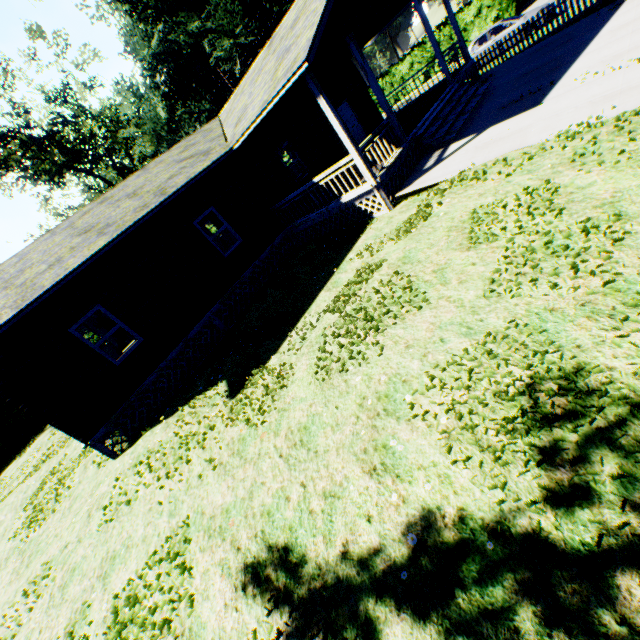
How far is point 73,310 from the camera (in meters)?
8.95

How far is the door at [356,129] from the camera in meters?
16.2 m

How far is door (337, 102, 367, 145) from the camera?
16.2 meters

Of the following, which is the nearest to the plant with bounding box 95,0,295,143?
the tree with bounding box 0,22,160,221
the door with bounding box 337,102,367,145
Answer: the tree with bounding box 0,22,160,221

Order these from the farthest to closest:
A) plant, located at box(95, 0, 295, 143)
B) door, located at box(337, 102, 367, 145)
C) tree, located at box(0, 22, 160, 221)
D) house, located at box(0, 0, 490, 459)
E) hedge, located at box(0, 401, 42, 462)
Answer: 1. plant, located at box(95, 0, 295, 143)
2. tree, located at box(0, 22, 160, 221)
3. hedge, located at box(0, 401, 42, 462)
4. door, located at box(337, 102, 367, 145)
5. house, located at box(0, 0, 490, 459)

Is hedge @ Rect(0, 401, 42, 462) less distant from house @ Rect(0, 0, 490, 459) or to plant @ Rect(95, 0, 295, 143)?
plant @ Rect(95, 0, 295, 143)

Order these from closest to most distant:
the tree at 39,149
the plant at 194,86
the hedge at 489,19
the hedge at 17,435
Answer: the hedge at 17,435 → the hedge at 489,19 → the tree at 39,149 → the plant at 194,86

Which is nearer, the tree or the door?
the door
